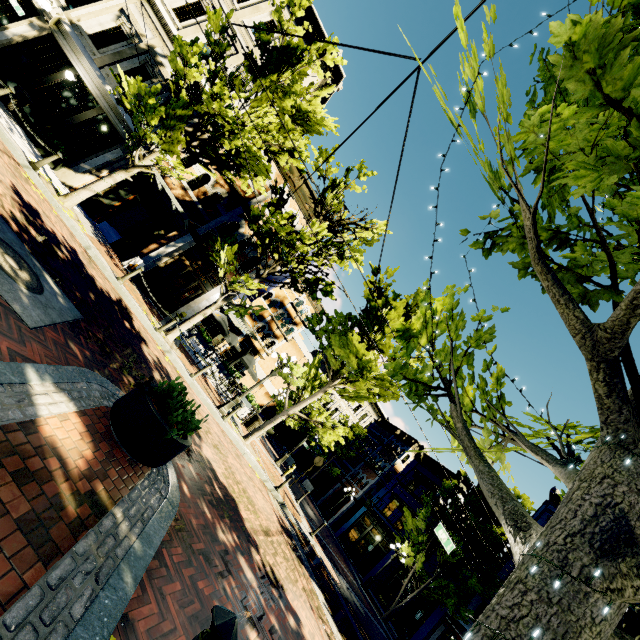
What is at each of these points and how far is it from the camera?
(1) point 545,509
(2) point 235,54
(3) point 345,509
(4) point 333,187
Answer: (1) building, 22.1m
(2) building, 15.2m
(3) building, 30.8m
(4) tree, 12.8m

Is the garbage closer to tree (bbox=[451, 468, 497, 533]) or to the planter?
tree (bbox=[451, 468, 497, 533])

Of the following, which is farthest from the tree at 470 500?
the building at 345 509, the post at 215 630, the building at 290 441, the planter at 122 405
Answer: the building at 290 441

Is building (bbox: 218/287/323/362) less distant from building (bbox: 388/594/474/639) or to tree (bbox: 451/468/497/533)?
tree (bbox: 451/468/497/533)

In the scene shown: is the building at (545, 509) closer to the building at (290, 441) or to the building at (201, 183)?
the building at (290, 441)

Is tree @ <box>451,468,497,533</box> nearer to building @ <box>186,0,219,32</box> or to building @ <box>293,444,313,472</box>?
building @ <box>186,0,219,32</box>

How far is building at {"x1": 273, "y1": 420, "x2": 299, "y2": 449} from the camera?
38.8 meters

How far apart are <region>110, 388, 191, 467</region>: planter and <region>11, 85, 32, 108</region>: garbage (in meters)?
14.66
